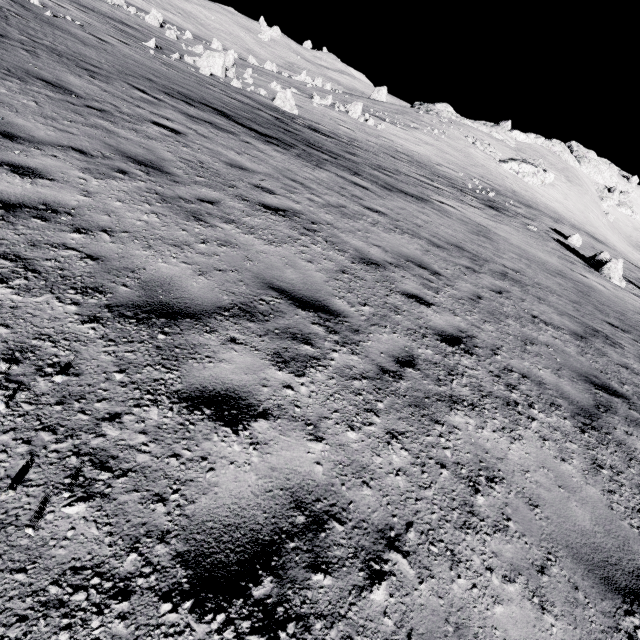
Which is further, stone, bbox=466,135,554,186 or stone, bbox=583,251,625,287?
stone, bbox=466,135,554,186

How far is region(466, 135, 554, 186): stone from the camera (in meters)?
51.81

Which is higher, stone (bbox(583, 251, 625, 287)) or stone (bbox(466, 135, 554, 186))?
stone (bbox(466, 135, 554, 186))

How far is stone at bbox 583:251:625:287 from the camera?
19.8m

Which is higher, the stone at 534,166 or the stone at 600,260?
the stone at 534,166

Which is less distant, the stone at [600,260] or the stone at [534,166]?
the stone at [600,260]

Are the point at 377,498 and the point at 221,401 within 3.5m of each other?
yes
